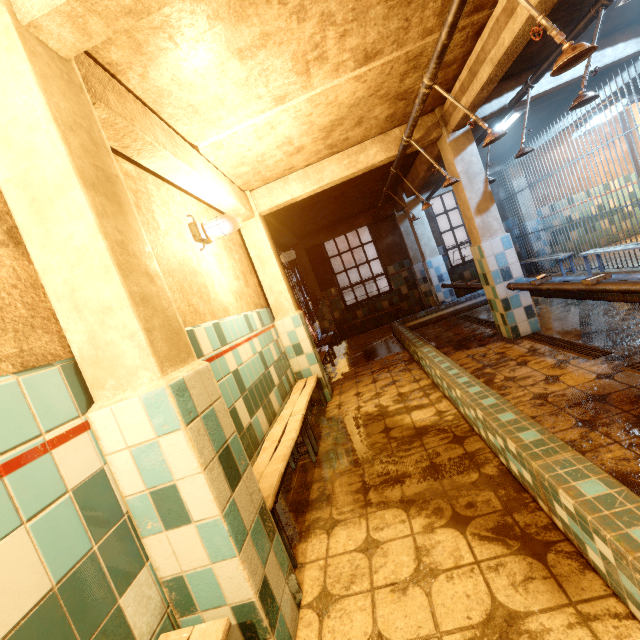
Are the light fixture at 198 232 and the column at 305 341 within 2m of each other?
yes

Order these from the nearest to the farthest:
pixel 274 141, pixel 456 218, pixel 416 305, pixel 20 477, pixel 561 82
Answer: pixel 20 477 → pixel 274 141 → pixel 561 82 → pixel 416 305 → pixel 456 218

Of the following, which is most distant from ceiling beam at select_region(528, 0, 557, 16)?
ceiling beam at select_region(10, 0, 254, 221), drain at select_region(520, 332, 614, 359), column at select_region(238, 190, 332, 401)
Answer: column at select_region(238, 190, 332, 401)

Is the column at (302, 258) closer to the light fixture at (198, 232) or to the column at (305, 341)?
the column at (305, 341)

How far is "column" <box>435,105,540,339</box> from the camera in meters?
3.9

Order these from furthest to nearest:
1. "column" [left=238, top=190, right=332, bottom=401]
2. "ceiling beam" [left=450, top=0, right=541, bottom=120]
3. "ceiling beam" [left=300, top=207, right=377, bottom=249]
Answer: "ceiling beam" [left=300, top=207, right=377, bottom=249], "column" [left=238, top=190, right=332, bottom=401], "ceiling beam" [left=450, top=0, right=541, bottom=120]

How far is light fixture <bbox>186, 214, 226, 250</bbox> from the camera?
2.8 meters

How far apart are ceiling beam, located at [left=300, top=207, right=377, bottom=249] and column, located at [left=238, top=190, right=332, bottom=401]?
4.1 meters
